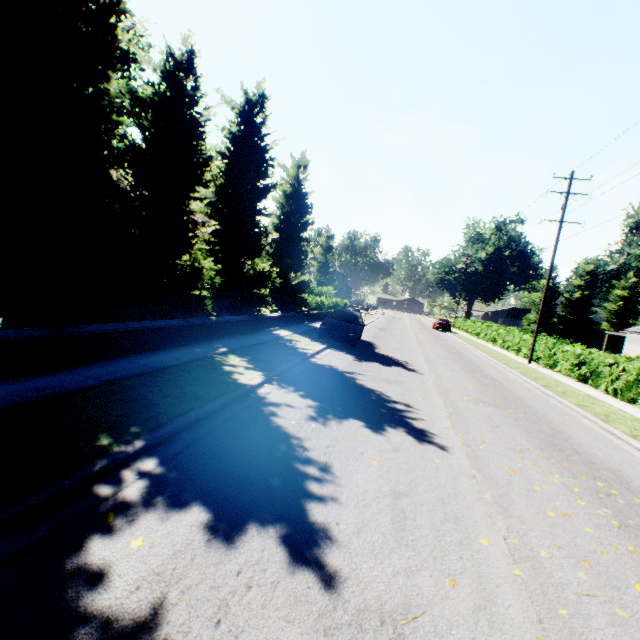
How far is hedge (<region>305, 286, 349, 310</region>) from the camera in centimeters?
2675cm

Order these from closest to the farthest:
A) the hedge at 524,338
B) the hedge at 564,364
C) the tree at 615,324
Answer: the hedge at 564,364, the hedge at 524,338, the tree at 615,324

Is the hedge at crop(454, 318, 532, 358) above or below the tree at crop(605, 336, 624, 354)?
below

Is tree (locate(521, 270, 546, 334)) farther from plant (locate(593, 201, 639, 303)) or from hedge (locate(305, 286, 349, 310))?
plant (locate(593, 201, 639, 303))

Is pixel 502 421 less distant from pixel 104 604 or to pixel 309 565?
pixel 309 565

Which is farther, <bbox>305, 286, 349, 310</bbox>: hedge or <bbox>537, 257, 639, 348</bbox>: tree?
<bbox>537, 257, 639, 348</bbox>: tree

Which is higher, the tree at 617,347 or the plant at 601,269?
the plant at 601,269

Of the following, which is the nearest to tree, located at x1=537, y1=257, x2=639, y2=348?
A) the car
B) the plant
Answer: the plant
